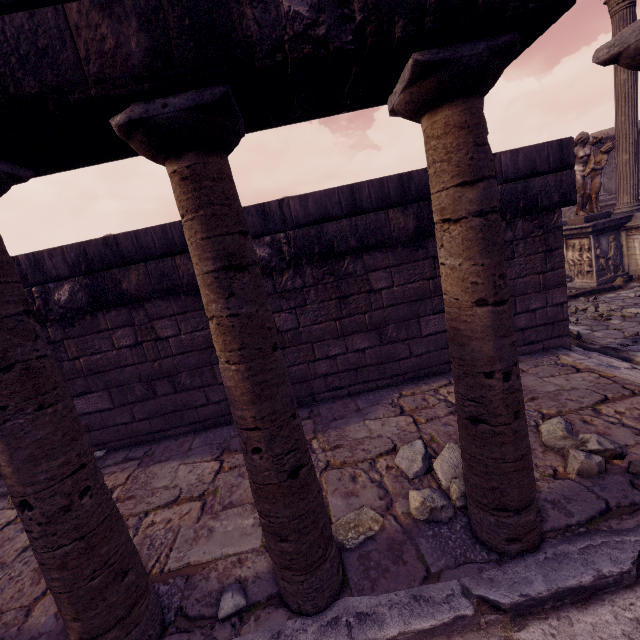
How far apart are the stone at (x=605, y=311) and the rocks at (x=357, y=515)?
6.1 meters

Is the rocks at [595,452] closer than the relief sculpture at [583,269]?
Yes

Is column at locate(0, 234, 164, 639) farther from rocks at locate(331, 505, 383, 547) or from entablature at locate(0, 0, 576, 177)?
rocks at locate(331, 505, 383, 547)

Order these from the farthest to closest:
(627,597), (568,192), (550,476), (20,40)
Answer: (568,192) → (550,476) → (627,597) → (20,40)

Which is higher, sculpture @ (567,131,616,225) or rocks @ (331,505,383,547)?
sculpture @ (567,131,616,225)

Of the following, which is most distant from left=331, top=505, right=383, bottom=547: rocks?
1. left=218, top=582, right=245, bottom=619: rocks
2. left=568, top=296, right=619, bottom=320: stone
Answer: left=568, top=296, right=619, bottom=320: stone

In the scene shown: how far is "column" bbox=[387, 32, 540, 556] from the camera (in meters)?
→ 1.35

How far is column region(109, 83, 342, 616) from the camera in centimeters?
125cm
